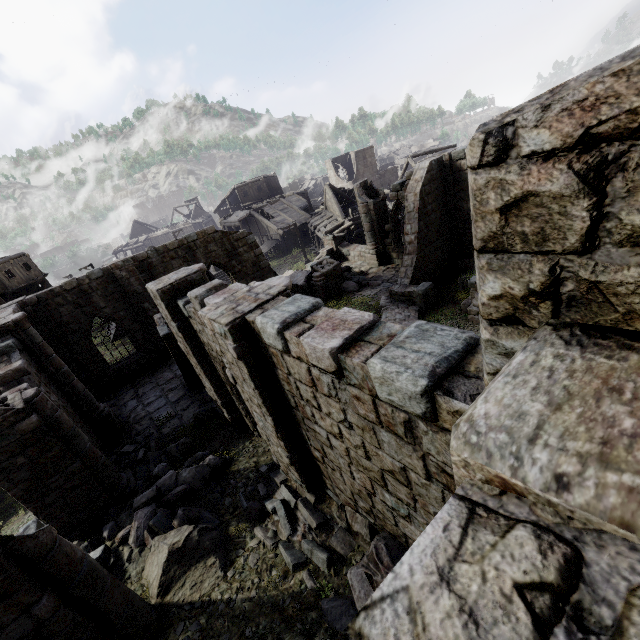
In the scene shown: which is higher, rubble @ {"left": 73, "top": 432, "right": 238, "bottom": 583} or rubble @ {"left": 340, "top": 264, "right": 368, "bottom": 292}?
rubble @ {"left": 73, "top": 432, "right": 238, "bottom": 583}

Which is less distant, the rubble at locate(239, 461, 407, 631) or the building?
the building

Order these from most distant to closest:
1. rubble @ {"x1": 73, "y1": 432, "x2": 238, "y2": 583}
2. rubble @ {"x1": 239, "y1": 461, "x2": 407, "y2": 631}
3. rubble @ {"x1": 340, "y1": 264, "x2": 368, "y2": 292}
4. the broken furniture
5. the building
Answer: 1. rubble @ {"x1": 340, "y1": 264, "x2": 368, "y2": 292}
2. the broken furniture
3. rubble @ {"x1": 73, "y1": 432, "x2": 238, "y2": 583}
4. rubble @ {"x1": 239, "y1": 461, "x2": 407, "y2": 631}
5. the building

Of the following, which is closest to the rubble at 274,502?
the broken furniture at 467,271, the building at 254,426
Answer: the building at 254,426

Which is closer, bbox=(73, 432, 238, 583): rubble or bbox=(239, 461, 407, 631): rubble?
bbox=(239, 461, 407, 631): rubble

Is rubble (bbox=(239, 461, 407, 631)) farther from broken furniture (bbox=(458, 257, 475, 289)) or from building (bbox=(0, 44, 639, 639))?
broken furniture (bbox=(458, 257, 475, 289))

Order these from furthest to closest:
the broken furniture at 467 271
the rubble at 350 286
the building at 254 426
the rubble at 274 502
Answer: the rubble at 350 286
the broken furniture at 467 271
the rubble at 274 502
the building at 254 426

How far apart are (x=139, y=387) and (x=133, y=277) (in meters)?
5.80
